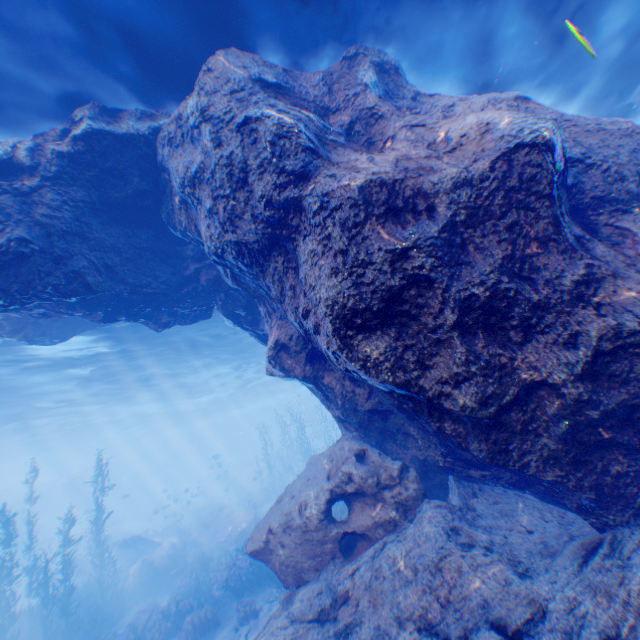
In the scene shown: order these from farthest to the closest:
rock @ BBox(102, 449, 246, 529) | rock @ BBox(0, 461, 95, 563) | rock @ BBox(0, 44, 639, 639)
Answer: rock @ BBox(102, 449, 246, 529) → rock @ BBox(0, 461, 95, 563) → rock @ BBox(0, 44, 639, 639)

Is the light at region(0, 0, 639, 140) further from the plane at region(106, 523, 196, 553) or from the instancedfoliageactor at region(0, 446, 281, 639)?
the plane at region(106, 523, 196, 553)

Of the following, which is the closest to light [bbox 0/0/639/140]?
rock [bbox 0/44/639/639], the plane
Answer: rock [bbox 0/44/639/639]

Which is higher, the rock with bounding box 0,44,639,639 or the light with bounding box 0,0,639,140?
the light with bounding box 0,0,639,140

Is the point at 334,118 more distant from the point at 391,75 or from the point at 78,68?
the point at 78,68

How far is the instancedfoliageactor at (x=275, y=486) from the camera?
29.8 meters

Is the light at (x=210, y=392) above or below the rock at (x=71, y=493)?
above

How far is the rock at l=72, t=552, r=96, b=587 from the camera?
24.0 meters
